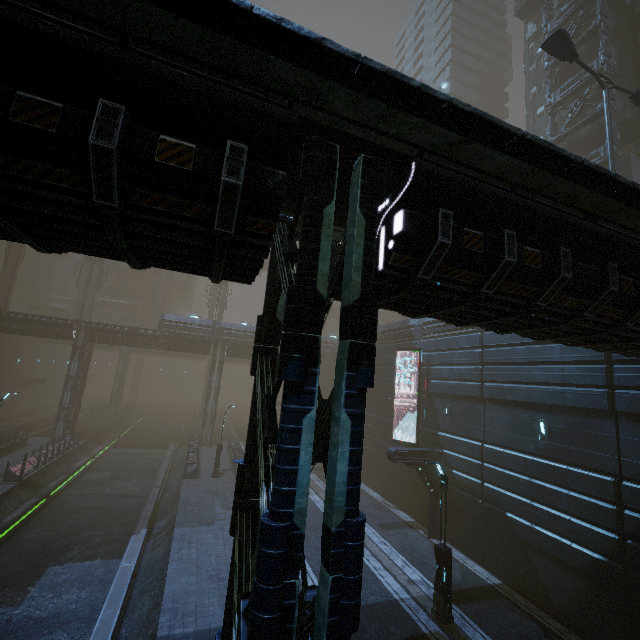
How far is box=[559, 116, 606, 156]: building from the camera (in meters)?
26.02

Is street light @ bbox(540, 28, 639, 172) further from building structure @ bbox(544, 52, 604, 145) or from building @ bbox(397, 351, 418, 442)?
building structure @ bbox(544, 52, 604, 145)

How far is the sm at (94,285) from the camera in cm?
4166

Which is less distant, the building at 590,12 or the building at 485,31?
the building at 590,12

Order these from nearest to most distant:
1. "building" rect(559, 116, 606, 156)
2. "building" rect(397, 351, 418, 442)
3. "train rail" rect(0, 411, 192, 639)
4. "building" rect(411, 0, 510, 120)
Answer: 1. "train rail" rect(0, 411, 192, 639)
2. "building" rect(397, 351, 418, 442)
3. "building" rect(559, 116, 606, 156)
4. "building" rect(411, 0, 510, 120)

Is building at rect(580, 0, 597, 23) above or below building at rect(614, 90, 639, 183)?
above

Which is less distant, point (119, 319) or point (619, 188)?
point (619, 188)

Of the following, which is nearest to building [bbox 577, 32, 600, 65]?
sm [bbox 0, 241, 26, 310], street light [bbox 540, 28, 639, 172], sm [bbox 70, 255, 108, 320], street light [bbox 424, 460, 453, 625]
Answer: street light [bbox 540, 28, 639, 172]
